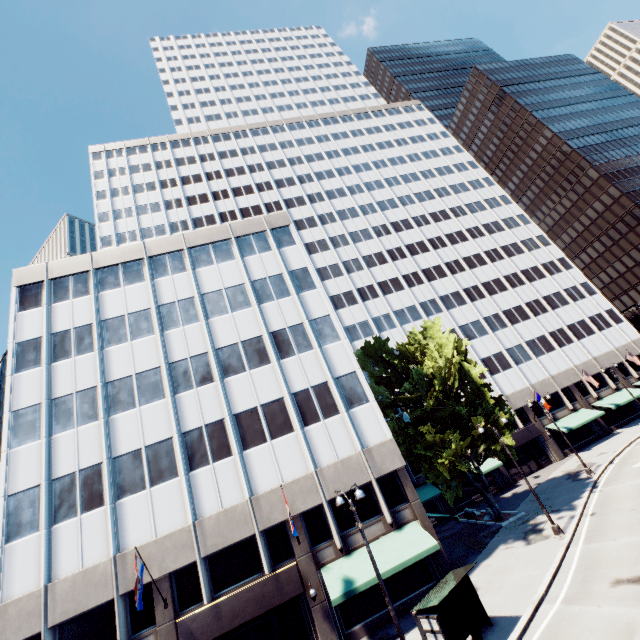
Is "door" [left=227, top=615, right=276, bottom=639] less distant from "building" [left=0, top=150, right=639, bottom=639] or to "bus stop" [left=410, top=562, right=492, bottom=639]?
"building" [left=0, top=150, right=639, bottom=639]

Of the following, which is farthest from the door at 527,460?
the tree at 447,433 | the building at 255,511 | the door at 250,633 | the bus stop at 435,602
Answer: the door at 250,633

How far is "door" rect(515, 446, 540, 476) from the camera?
38.53m

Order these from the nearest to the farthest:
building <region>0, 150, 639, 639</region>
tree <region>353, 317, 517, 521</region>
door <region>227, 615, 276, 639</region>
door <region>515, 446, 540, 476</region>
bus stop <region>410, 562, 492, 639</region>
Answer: bus stop <region>410, 562, 492, 639</region> < door <region>227, 615, 276, 639</region> < building <region>0, 150, 639, 639</region> < tree <region>353, 317, 517, 521</region> < door <region>515, 446, 540, 476</region>

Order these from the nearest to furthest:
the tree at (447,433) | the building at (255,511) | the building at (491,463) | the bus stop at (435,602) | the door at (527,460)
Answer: the bus stop at (435,602) → the building at (255,511) → the tree at (447,433) → the building at (491,463) → the door at (527,460)

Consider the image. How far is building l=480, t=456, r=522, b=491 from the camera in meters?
35.9

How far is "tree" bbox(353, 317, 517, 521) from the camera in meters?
24.8 m

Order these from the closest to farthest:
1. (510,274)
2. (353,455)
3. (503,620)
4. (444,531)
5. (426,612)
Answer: (426,612)
(503,620)
(353,455)
(444,531)
(510,274)
